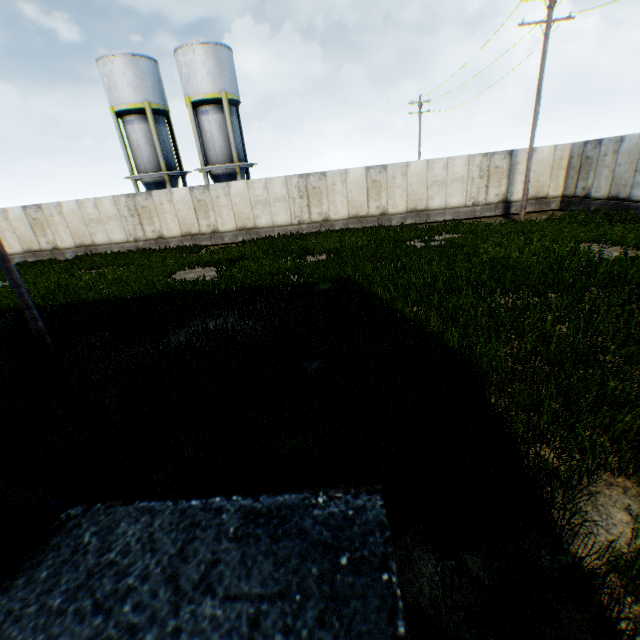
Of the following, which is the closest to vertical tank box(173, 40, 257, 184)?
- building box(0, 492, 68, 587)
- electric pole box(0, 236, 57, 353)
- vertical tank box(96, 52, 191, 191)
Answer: vertical tank box(96, 52, 191, 191)

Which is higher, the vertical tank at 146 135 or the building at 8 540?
the vertical tank at 146 135

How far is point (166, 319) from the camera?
8.8 meters

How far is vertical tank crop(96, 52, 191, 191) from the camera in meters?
22.5 m

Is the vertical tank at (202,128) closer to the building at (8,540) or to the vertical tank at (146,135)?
the vertical tank at (146,135)

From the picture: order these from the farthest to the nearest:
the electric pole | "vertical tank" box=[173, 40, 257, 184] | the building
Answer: "vertical tank" box=[173, 40, 257, 184] → the electric pole → the building

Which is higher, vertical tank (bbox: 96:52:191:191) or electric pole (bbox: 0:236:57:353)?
vertical tank (bbox: 96:52:191:191)

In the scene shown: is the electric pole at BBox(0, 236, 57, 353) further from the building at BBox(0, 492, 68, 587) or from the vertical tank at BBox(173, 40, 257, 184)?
the vertical tank at BBox(173, 40, 257, 184)
